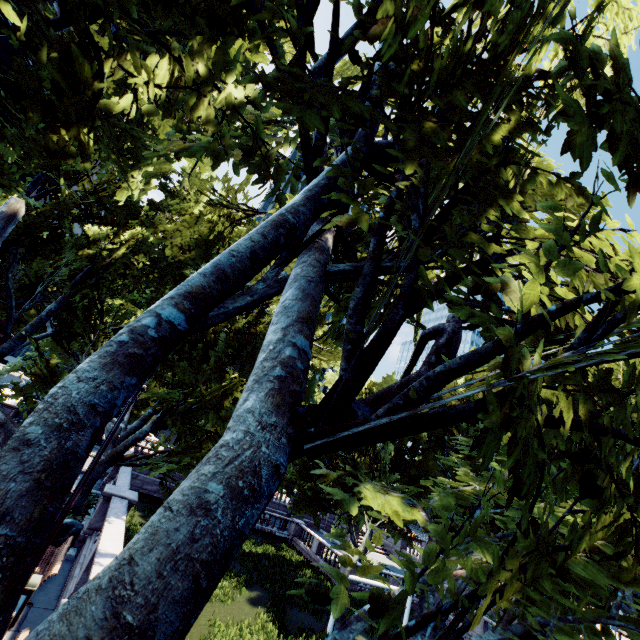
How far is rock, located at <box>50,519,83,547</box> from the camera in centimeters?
1254cm

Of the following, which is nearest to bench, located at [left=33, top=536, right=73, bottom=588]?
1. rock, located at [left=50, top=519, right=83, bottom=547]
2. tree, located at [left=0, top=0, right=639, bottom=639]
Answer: rock, located at [left=50, top=519, right=83, bottom=547]

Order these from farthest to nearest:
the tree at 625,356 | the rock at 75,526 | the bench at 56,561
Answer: the rock at 75,526
the bench at 56,561
the tree at 625,356

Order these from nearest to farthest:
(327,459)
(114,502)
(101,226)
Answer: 1. (114,502)
2. (101,226)
3. (327,459)

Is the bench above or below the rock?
above

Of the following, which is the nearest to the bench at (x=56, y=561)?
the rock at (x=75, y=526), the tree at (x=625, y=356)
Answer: the rock at (x=75, y=526)

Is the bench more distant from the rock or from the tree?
the tree
